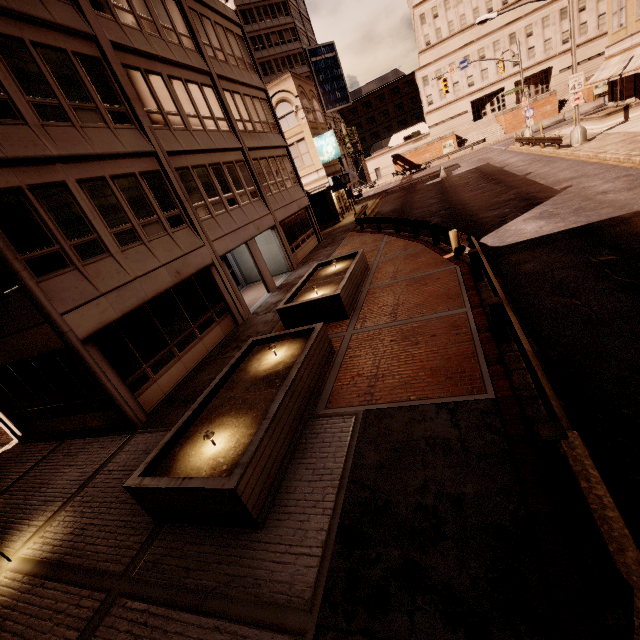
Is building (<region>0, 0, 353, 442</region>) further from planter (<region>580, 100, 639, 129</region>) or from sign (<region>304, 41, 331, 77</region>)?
sign (<region>304, 41, 331, 77</region>)

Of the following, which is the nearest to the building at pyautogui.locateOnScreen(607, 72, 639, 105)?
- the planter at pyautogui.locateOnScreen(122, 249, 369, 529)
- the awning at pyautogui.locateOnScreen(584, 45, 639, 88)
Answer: the awning at pyautogui.locateOnScreen(584, 45, 639, 88)

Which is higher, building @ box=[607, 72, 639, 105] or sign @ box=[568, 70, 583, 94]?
sign @ box=[568, 70, 583, 94]

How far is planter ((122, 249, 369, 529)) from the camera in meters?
5.1 m

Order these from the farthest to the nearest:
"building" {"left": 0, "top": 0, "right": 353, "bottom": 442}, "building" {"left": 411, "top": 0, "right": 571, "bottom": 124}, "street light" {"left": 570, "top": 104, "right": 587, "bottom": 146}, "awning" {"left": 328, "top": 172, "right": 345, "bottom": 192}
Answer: "building" {"left": 411, "top": 0, "right": 571, "bottom": 124} < "awning" {"left": 328, "top": 172, "right": 345, "bottom": 192} < "street light" {"left": 570, "top": 104, "right": 587, "bottom": 146} < "building" {"left": 0, "top": 0, "right": 353, "bottom": 442}

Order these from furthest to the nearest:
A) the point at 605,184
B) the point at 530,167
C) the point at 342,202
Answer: the point at 342,202 → the point at 530,167 → the point at 605,184

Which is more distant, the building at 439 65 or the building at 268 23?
the building at 439 65

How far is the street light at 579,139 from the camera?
22.0 meters
